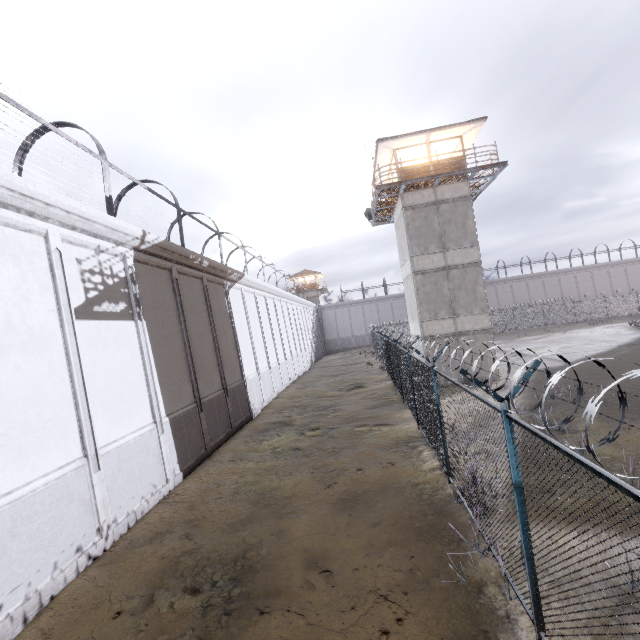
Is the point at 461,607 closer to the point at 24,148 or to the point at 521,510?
the point at 521,510

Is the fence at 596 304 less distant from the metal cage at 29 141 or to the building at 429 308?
the building at 429 308

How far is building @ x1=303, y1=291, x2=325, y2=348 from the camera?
57.0m

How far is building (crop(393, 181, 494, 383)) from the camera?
19.0m

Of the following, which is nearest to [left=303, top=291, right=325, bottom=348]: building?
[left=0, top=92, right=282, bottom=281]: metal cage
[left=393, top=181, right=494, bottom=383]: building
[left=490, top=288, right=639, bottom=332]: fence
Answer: [left=0, top=92, right=282, bottom=281]: metal cage

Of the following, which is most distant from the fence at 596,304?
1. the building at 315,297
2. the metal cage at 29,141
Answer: the building at 315,297
